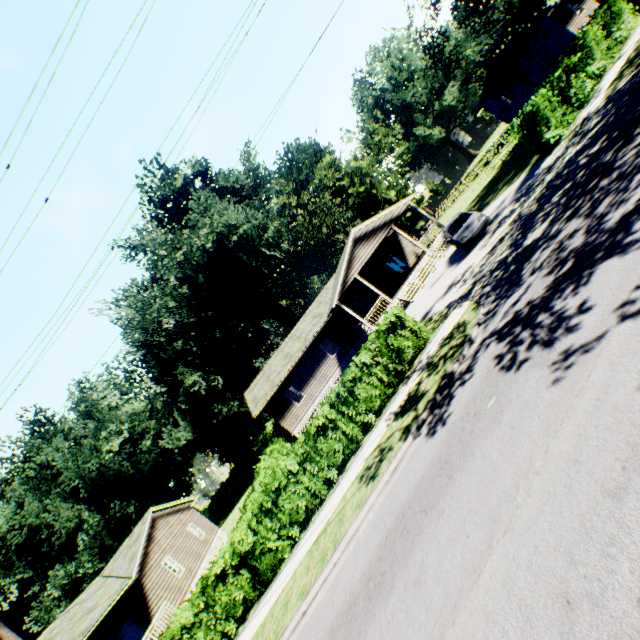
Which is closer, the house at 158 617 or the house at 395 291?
the house at 158 617

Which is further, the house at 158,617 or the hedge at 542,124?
the house at 158,617

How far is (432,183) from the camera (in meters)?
54.09

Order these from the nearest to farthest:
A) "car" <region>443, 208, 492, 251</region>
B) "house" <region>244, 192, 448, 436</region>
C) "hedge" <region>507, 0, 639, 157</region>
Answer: "hedge" <region>507, 0, 639, 157</region>
"car" <region>443, 208, 492, 251</region>
"house" <region>244, 192, 448, 436</region>

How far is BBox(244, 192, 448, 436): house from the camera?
24.2 meters

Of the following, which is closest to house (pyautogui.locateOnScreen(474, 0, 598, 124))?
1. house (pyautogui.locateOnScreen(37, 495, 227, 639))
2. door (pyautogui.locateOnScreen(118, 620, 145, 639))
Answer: house (pyautogui.locateOnScreen(37, 495, 227, 639))

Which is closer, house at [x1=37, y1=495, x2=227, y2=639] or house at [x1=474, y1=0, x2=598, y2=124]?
house at [x1=37, y1=495, x2=227, y2=639]

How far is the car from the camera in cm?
1653
